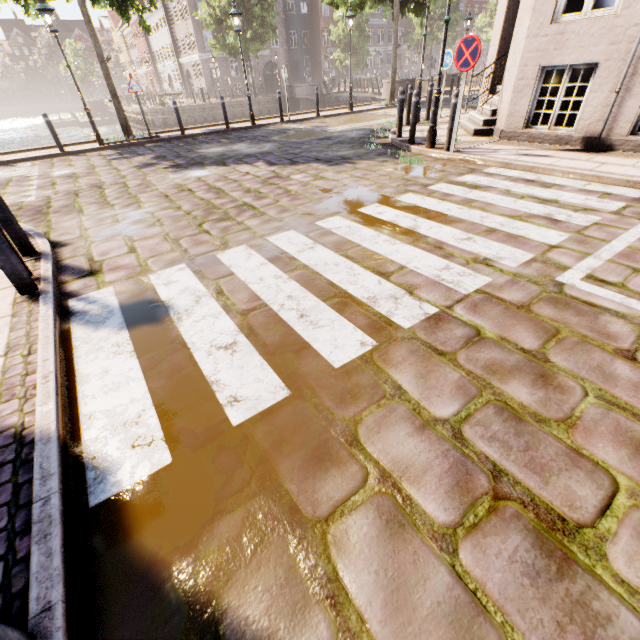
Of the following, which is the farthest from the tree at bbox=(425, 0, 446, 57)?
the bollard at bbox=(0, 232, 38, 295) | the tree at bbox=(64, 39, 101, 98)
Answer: the tree at bbox=(64, 39, 101, 98)

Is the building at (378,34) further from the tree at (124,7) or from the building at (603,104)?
the building at (603,104)

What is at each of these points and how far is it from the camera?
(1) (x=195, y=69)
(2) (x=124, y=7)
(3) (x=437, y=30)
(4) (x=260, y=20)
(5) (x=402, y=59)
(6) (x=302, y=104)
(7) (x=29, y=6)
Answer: (1) building, 41.03m
(2) tree, 10.73m
(3) tree, 40.19m
(4) tree, 31.02m
(5) building, 51.41m
(6) bridge, 32.38m
(7) tree, 11.29m

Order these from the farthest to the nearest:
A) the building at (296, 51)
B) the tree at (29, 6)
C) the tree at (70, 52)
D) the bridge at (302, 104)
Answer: the tree at (70, 52) < the building at (296, 51) < the bridge at (302, 104) < the tree at (29, 6)

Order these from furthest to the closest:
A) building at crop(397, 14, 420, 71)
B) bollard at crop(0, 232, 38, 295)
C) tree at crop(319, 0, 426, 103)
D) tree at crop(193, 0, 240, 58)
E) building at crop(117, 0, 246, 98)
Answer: building at crop(397, 14, 420, 71) < building at crop(117, 0, 246, 98) < tree at crop(193, 0, 240, 58) < tree at crop(319, 0, 426, 103) < bollard at crop(0, 232, 38, 295)

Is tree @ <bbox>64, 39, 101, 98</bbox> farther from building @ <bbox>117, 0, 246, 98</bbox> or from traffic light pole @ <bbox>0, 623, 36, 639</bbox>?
traffic light pole @ <bbox>0, 623, 36, 639</bbox>

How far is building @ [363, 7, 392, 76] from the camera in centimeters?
4603cm
